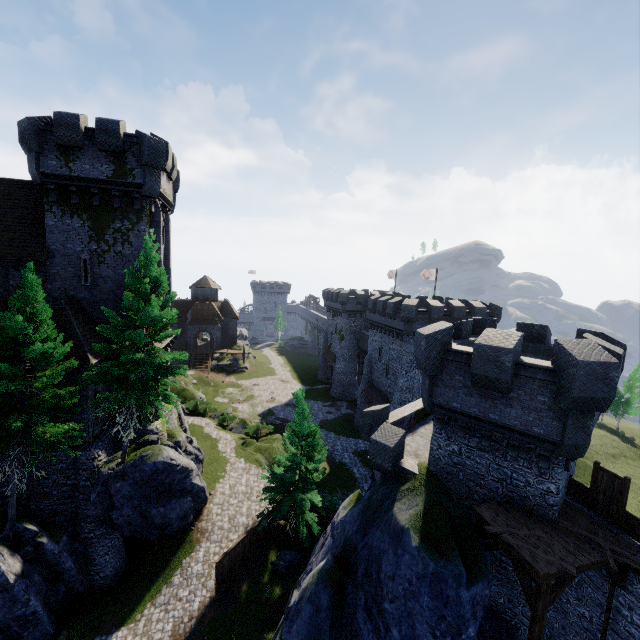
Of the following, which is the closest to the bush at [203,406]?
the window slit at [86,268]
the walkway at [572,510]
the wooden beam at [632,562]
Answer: the window slit at [86,268]

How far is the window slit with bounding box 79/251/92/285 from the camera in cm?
2128

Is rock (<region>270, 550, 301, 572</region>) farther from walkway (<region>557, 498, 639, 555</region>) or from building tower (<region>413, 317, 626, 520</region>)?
walkway (<region>557, 498, 639, 555</region>)

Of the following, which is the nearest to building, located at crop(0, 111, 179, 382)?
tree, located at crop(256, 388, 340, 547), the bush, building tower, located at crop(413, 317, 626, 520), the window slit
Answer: the window slit

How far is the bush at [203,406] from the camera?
38.44m

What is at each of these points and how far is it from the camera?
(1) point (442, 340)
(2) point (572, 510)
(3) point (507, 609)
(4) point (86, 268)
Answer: (1) building tower, 13.9 meters
(2) walkway, 12.5 meters
(3) building tower, 13.1 meters
(4) window slit, 21.4 meters

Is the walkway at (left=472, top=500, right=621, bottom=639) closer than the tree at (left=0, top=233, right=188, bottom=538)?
Yes

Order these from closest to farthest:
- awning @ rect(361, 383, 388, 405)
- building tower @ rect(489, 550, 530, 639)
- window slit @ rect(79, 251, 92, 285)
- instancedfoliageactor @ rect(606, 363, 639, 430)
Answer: building tower @ rect(489, 550, 530, 639) → window slit @ rect(79, 251, 92, 285) → awning @ rect(361, 383, 388, 405) → instancedfoliageactor @ rect(606, 363, 639, 430)
